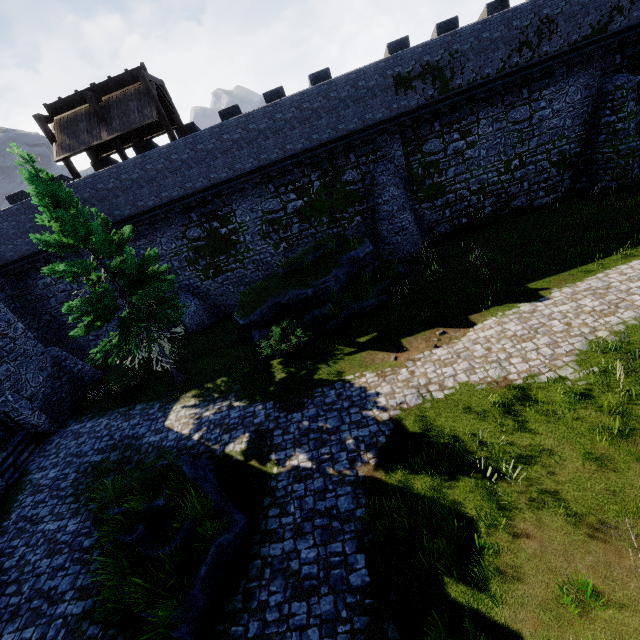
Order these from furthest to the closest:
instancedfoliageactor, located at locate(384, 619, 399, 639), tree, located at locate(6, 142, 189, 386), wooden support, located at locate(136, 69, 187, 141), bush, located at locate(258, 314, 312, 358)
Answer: wooden support, located at locate(136, 69, 187, 141), bush, located at locate(258, 314, 312, 358), tree, located at locate(6, 142, 189, 386), instancedfoliageactor, located at locate(384, 619, 399, 639)

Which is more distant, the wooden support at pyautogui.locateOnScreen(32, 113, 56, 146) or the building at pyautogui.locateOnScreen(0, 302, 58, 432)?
the wooden support at pyautogui.locateOnScreen(32, 113, 56, 146)

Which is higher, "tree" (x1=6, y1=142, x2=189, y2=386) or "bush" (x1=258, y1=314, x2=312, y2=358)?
"tree" (x1=6, y1=142, x2=189, y2=386)

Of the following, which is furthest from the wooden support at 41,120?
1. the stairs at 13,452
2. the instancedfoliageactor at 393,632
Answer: the instancedfoliageactor at 393,632

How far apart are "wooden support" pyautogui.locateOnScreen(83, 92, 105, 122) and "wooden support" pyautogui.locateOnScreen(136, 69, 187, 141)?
2.61m

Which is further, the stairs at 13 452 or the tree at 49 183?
the stairs at 13 452

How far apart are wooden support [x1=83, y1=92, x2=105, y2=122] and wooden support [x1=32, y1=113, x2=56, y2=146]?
2.62m

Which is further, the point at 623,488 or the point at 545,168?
the point at 545,168
